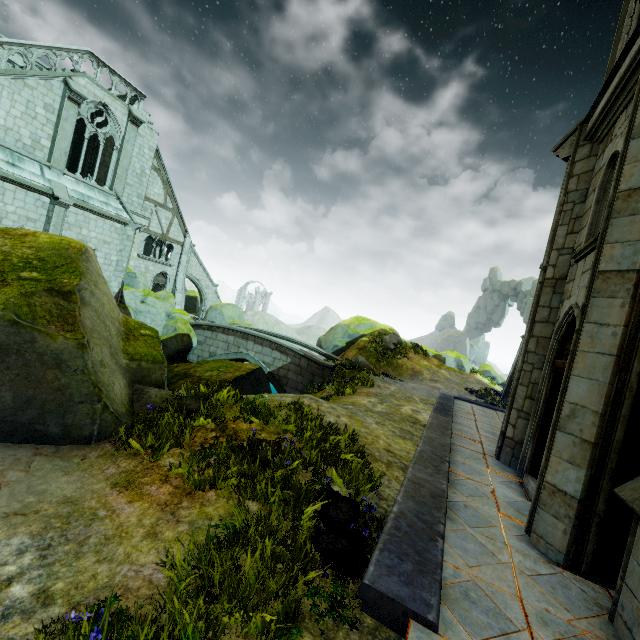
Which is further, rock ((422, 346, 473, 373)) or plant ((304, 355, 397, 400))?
rock ((422, 346, 473, 373))

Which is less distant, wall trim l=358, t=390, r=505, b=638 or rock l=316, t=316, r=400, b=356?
wall trim l=358, t=390, r=505, b=638

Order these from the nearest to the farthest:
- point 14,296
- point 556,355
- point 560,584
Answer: point 560,584 < point 14,296 < point 556,355

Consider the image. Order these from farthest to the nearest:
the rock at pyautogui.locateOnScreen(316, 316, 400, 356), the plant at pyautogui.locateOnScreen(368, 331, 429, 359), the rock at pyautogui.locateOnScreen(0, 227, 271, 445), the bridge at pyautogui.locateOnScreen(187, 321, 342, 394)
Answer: the rock at pyautogui.locateOnScreen(316, 316, 400, 356), the plant at pyautogui.locateOnScreen(368, 331, 429, 359), the bridge at pyautogui.locateOnScreen(187, 321, 342, 394), the rock at pyautogui.locateOnScreen(0, 227, 271, 445)

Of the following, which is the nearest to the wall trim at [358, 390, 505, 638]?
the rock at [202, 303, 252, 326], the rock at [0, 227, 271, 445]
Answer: the rock at [0, 227, 271, 445]

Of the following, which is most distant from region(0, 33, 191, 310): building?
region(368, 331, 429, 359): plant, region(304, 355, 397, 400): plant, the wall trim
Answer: region(368, 331, 429, 359): plant

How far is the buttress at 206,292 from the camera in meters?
30.2

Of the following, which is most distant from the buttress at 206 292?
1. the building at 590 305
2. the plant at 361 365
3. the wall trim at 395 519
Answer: the wall trim at 395 519
